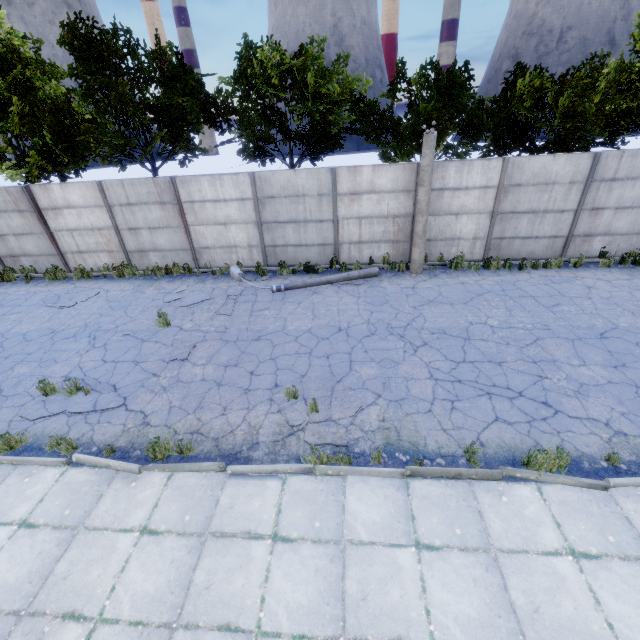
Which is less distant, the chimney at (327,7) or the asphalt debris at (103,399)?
the asphalt debris at (103,399)

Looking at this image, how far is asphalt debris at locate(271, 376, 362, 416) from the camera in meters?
6.6 m

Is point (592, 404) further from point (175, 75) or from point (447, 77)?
point (175, 75)

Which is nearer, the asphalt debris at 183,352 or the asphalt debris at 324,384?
the asphalt debris at 324,384

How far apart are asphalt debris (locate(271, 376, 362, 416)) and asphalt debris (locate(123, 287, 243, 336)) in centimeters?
397cm

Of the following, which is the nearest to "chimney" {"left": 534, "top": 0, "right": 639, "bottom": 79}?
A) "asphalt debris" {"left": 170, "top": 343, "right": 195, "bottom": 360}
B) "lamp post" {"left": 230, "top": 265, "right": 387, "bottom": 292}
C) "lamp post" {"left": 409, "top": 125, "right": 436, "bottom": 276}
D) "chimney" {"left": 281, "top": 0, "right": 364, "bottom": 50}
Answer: "chimney" {"left": 281, "top": 0, "right": 364, "bottom": 50}

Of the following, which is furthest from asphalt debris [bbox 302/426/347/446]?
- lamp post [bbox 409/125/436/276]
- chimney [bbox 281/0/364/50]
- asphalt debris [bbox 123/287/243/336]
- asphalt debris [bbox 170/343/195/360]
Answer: chimney [bbox 281/0/364/50]
